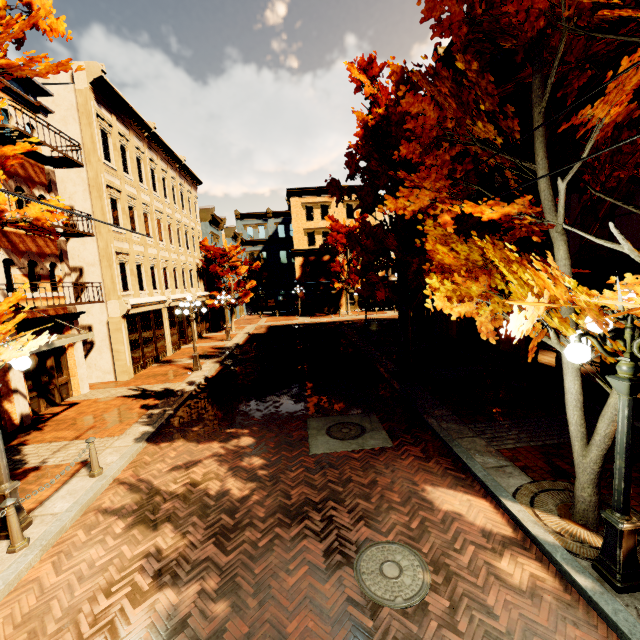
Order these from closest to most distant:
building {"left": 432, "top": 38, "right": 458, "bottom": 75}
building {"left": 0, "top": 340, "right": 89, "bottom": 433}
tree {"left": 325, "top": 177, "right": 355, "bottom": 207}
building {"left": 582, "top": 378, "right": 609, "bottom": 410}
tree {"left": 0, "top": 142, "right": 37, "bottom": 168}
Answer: tree {"left": 0, "top": 142, "right": 37, "bottom": 168} → building {"left": 582, "top": 378, "right": 609, "bottom": 410} → building {"left": 0, "top": 340, "right": 89, "bottom": 433} → tree {"left": 325, "top": 177, "right": 355, "bottom": 207} → building {"left": 432, "top": 38, "right": 458, "bottom": 75}

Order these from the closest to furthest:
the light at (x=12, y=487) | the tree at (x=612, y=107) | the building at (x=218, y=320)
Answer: the tree at (x=612, y=107)
the light at (x=12, y=487)
the building at (x=218, y=320)

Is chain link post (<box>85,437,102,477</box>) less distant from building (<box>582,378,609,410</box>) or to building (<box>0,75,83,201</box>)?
building (<box>0,75,83,201</box>)

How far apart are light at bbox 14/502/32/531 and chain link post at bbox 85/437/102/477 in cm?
133

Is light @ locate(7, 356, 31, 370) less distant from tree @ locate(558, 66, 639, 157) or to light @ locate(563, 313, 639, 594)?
tree @ locate(558, 66, 639, 157)

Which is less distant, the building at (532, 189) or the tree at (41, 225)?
the tree at (41, 225)

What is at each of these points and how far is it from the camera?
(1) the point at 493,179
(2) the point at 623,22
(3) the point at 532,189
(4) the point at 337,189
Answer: (1) building, 13.0m
(2) building, 7.6m
(3) building, 10.7m
(4) tree, 13.2m

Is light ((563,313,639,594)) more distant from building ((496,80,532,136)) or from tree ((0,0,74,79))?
building ((496,80,532,136))
